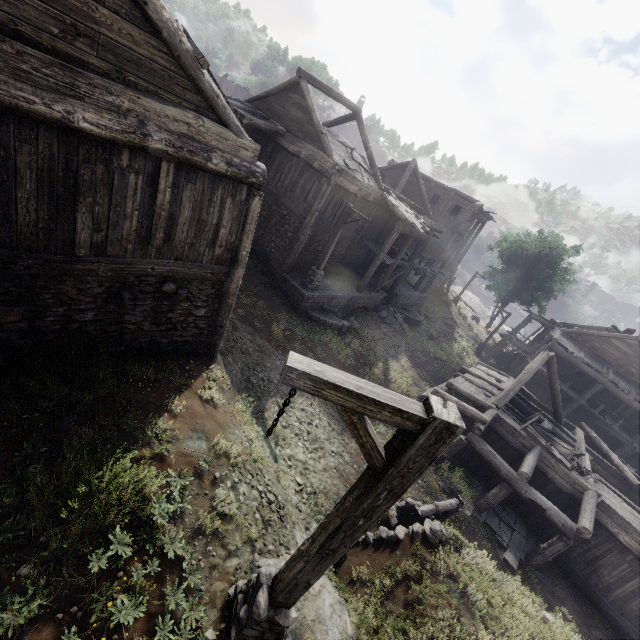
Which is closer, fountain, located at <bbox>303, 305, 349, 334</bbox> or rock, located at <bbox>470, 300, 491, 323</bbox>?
fountain, located at <bbox>303, 305, 349, 334</bbox>

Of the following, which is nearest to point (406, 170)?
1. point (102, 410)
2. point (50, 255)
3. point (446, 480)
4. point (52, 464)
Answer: point (446, 480)

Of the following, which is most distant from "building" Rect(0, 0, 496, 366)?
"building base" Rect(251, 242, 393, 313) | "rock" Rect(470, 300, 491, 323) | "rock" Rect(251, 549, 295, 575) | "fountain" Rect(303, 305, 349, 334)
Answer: "rock" Rect(251, 549, 295, 575)

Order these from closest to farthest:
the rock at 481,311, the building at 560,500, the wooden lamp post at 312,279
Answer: the building at 560,500 < the wooden lamp post at 312,279 < the rock at 481,311

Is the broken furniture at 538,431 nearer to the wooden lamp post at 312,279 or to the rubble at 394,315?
the rubble at 394,315

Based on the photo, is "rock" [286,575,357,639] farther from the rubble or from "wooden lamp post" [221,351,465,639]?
the rubble

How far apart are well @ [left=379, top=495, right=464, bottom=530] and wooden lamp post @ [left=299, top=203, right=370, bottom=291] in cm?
1005

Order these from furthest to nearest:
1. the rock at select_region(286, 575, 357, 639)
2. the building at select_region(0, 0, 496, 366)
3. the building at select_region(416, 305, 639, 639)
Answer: the building at select_region(416, 305, 639, 639) → the rock at select_region(286, 575, 357, 639) → the building at select_region(0, 0, 496, 366)
